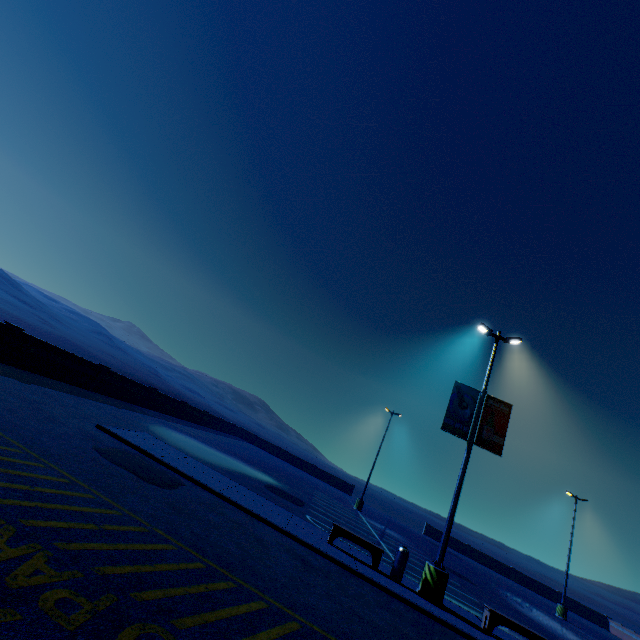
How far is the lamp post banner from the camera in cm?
1195

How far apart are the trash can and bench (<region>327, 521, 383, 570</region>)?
0.4 meters

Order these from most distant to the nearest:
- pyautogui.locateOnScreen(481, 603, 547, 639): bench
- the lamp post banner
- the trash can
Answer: the lamp post banner
the trash can
pyautogui.locateOnScreen(481, 603, 547, 639): bench

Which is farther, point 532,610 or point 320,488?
point 320,488

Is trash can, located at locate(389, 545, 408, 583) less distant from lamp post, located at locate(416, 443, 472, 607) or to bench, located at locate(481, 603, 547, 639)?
lamp post, located at locate(416, 443, 472, 607)

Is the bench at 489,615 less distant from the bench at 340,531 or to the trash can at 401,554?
the trash can at 401,554

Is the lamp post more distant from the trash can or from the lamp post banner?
the trash can

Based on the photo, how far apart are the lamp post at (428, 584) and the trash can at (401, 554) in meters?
0.6 m
